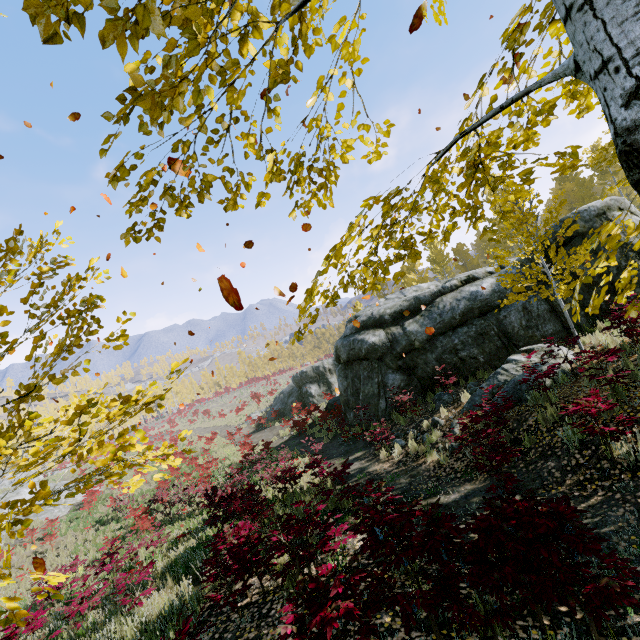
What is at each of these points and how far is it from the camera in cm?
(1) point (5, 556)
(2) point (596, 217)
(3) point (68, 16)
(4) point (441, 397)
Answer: (1) instancedfoliageactor, 201
(2) rock, 1016
(3) instancedfoliageactor, 111
(4) rock, 1116

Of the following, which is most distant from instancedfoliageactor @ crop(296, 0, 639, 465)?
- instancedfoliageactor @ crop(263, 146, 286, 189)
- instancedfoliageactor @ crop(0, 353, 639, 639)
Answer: instancedfoliageactor @ crop(0, 353, 639, 639)

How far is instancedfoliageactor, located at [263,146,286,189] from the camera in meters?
2.2

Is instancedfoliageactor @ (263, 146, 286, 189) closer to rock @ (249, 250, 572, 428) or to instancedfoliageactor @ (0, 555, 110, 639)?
instancedfoliageactor @ (0, 555, 110, 639)

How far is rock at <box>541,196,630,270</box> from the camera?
10.1m

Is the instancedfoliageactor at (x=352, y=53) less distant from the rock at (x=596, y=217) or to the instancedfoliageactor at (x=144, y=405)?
the rock at (x=596, y=217)

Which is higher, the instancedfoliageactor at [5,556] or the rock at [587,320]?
the instancedfoliageactor at [5,556]
